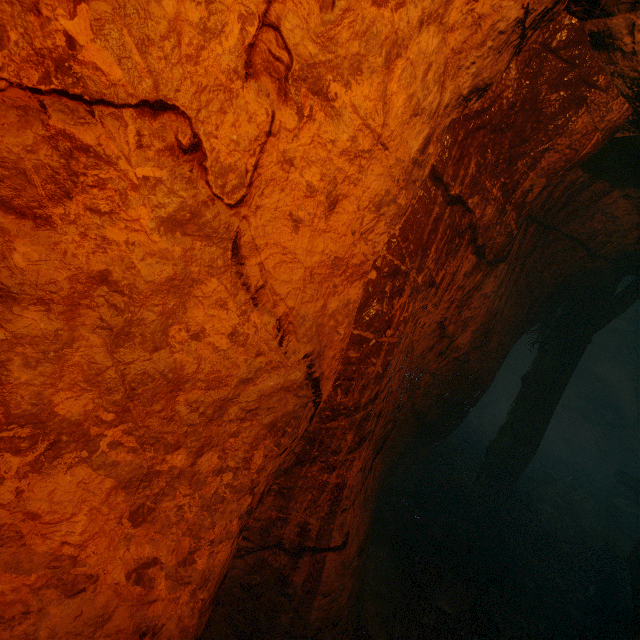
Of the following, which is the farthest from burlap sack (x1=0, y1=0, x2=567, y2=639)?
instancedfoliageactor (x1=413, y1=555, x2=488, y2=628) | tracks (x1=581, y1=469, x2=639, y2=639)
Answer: instancedfoliageactor (x1=413, y1=555, x2=488, y2=628)

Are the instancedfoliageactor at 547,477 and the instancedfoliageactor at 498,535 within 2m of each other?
no

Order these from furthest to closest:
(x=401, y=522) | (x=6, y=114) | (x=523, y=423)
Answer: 1. (x=523, y=423)
2. (x=401, y=522)
3. (x=6, y=114)

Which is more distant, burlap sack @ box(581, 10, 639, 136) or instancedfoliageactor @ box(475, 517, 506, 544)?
instancedfoliageactor @ box(475, 517, 506, 544)

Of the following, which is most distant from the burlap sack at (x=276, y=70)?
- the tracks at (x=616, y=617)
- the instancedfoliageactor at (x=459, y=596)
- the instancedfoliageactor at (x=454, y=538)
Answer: the instancedfoliageactor at (x=454, y=538)

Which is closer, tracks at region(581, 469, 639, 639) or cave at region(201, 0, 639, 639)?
cave at region(201, 0, 639, 639)

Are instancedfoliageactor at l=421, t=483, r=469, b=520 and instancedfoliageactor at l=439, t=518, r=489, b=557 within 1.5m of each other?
yes

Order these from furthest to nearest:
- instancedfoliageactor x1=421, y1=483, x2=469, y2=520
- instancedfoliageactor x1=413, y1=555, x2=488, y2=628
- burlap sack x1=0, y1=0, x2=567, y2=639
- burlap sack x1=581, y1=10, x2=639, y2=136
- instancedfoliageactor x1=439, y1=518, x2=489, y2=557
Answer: instancedfoliageactor x1=421, y1=483, x2=469, y2=520 → instancedfoliageactor x1=439, y1=518, x2=489, y2=557 → instancedfoliageactor x1=413, y1=555, x2=488, y2=628 → burlap sack x1=581, y1=10, x2=639, y2=136 → burlap sack x1=0, y1=0, x2=567, y2=639
